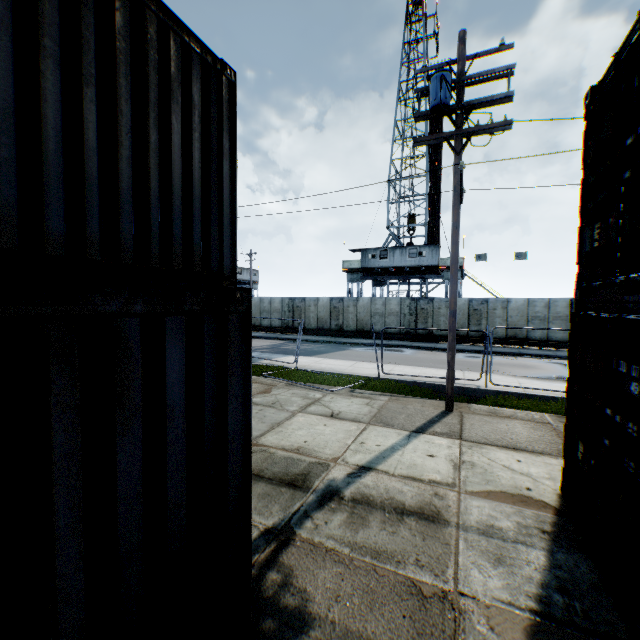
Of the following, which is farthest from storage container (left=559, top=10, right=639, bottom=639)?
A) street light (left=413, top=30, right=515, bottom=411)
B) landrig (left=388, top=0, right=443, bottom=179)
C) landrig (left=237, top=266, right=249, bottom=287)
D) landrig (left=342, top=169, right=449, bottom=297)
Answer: landrig (left=237, top=266, right=249, bottom=287)

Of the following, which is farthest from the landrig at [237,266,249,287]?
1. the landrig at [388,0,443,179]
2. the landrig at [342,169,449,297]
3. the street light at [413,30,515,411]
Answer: the street light at [413,30,515,411]

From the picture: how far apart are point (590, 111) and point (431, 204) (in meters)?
29.99

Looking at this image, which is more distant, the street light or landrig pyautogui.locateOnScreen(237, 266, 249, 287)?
landrig pyautogui.locateOnScreen(237, 266, 249, 287)

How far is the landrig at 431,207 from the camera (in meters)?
28.44

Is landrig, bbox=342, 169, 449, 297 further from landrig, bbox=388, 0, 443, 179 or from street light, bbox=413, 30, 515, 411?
street light, bbox=413, 30, 515, 411

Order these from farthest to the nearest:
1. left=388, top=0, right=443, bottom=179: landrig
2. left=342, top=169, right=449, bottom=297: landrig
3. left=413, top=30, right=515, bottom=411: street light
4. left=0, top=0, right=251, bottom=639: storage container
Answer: left=388, top=0, right=443, bottom=179: landrig
left=342, top=169, right=449, bottom=297: landrig
left=413, top=30, right=515, bottom=411: street light
left=0, top=0, right=251, bottom=639: storage container

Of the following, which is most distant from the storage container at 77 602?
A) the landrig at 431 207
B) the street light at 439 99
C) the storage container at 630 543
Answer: the landrig at 431 207
